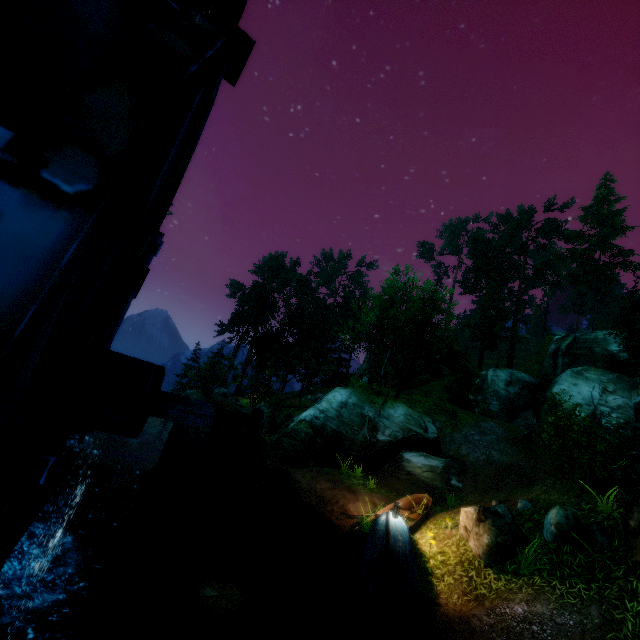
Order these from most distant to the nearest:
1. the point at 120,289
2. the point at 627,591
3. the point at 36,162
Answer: the point at 627,591, the point at 120,289, the point at 36,162

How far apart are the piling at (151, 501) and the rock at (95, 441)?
12.07m

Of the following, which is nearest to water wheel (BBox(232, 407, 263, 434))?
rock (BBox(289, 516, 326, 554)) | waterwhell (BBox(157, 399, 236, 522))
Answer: waterwhell (BBox(157, 399, 236, 522))

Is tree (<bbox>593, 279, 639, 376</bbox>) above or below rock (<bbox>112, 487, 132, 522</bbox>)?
above

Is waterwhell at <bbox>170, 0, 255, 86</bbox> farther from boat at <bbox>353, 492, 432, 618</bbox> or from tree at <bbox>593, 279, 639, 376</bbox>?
tree at <bbox>593, 279, 639, 376</bbox>

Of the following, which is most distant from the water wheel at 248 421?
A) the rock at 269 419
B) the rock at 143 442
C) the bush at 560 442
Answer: the rock at 143 442

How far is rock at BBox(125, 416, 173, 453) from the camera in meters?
17.2

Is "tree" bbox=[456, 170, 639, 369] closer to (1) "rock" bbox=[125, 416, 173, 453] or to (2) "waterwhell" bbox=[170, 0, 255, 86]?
(1) "rock" bbox=[125, 416, 173, 453]
